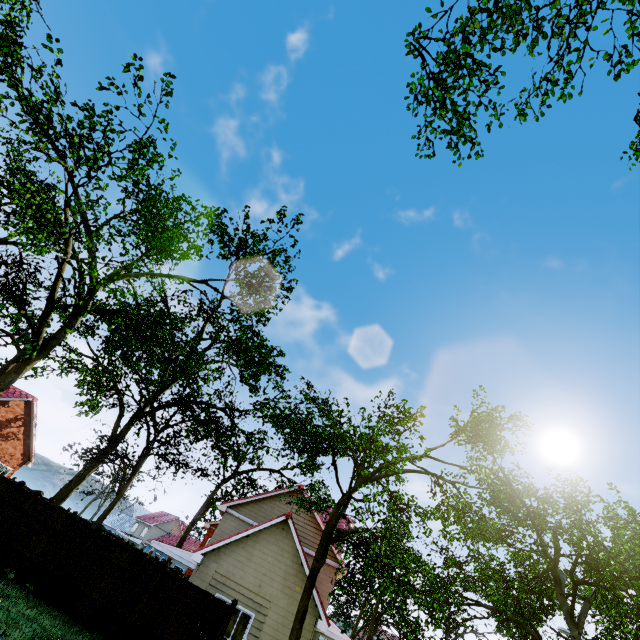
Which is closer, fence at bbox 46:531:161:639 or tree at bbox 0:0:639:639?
tree at bbox 0:0:639:639

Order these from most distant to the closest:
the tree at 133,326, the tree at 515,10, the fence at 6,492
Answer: the fence at 6,492, the tree at 515,10, the tree at 133,326

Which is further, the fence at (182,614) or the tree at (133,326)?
the fence at (182,614)

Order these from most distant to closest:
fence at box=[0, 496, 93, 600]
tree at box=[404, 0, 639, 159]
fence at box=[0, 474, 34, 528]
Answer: fence at box=[0, 474, 34, 528]
fence at box=[0, 496, 93, 600]
tree at box=[404, 0, 639, 159]

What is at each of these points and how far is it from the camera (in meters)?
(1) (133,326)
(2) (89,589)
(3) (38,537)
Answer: (1) tree, 11.06
(2) fence, 11.42
(3) fence, 12.23

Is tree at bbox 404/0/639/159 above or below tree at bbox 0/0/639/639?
above

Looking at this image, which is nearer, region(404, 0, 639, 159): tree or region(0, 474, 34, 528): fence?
region(404, 0, 639, 159): tree

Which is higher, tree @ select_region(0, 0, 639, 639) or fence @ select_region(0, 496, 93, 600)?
tree @ select_region(0, 0, 639, 639)
